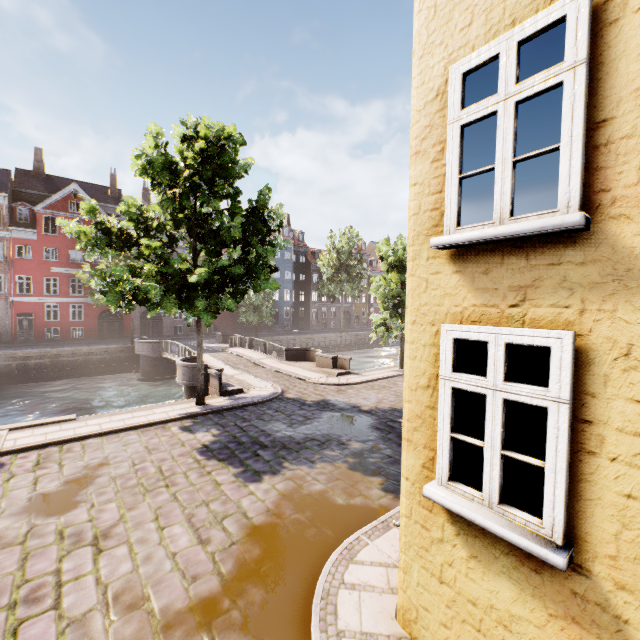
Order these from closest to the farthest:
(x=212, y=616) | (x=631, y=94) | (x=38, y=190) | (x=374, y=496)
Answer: (x=631, y=94), (x=212, y=616), (x=374, y=496), (x=38, y=190)

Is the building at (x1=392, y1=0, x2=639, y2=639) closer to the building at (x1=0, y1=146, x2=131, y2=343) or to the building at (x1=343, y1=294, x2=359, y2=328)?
the building at (x1=0, y1=146, x2=131, y2=343)

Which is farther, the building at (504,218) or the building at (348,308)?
the building at (348,308)

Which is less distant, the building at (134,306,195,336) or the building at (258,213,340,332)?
the building at (134,306,195,336)

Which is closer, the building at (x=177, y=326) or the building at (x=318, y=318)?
the building at (x=177, y=326)

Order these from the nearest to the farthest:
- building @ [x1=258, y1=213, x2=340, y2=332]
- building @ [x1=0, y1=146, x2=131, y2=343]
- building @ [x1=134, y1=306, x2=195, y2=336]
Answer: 1. building @ [x1=0, y1=146, x2=131, y2=343]
2. building @ [x1=134, y1=306, x2=195, y2=336]
3. building @ [x1=258, y1=213, x2=340, y2=332]
